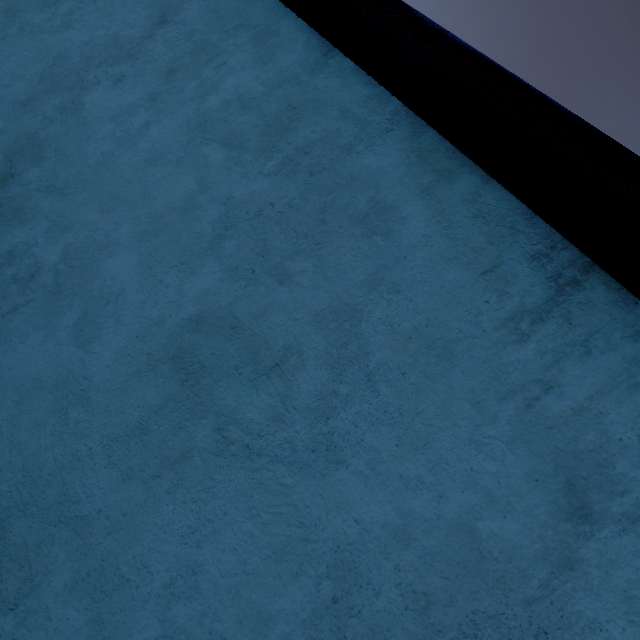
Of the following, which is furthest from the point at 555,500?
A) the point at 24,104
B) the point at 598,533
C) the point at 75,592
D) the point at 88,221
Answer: the point at 24,104
